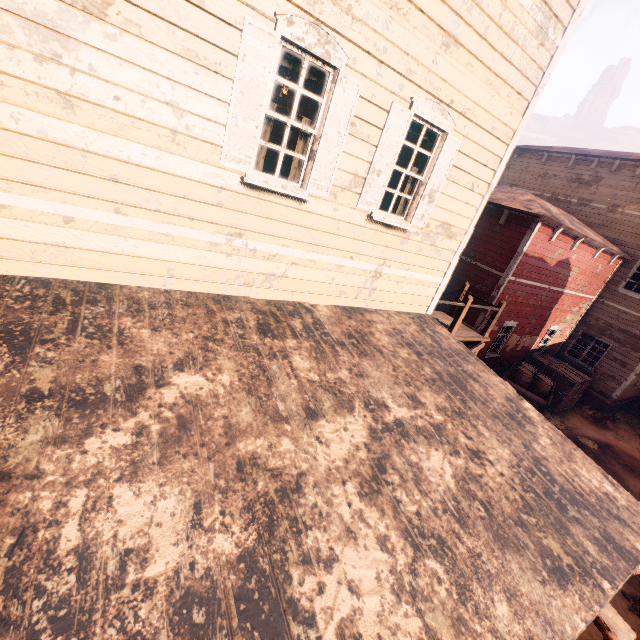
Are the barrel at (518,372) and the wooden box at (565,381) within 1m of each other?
no

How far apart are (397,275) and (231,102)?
3.7 meters

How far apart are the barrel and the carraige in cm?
2

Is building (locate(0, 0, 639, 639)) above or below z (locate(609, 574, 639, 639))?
above

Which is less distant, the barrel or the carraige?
the carraige

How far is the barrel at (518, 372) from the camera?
12.05m

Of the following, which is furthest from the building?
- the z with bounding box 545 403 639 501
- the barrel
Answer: the barrel

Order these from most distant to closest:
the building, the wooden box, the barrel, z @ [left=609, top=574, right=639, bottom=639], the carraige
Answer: the wooden box
the barrel
the carraige
z @ [left=609, top=574, right=639, bottom=639]
the building
